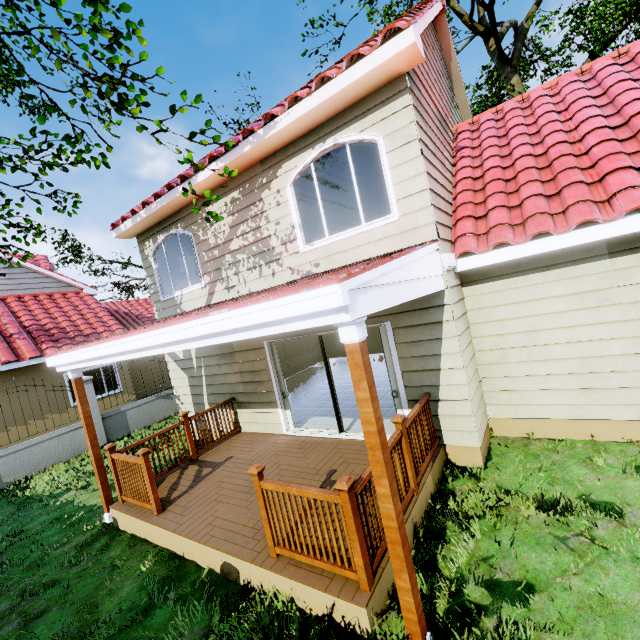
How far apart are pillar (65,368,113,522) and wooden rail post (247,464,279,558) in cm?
395

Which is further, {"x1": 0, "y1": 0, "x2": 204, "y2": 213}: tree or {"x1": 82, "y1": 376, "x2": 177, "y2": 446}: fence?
{"x1": 82, "y1": 376, "x2": 177, "y2": 446}: fence

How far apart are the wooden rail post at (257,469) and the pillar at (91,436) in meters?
4.0

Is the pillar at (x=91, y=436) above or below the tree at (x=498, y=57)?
below

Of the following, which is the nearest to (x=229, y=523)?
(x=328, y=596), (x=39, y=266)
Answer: (x=328, y=596)

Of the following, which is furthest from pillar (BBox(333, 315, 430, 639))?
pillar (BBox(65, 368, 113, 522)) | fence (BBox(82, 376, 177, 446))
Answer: pillar (BBox(65, 368, 113, 522))

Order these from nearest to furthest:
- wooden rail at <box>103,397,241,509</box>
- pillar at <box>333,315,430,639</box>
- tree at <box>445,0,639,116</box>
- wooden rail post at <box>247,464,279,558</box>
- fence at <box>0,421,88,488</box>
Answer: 1. pillar at <box>333,315,430,639</box>
2. wooden rail post at <box>247,464,279,558</box>
3. wooden rail at <box>103,397,241,509</box>
4. fence at <box>0,421,88,488</box>
5. tree at <box>445,0,639,116</box>

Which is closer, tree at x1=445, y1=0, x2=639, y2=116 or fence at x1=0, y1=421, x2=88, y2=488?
fence at x1=0, y1=421, x2=88, y2=488
